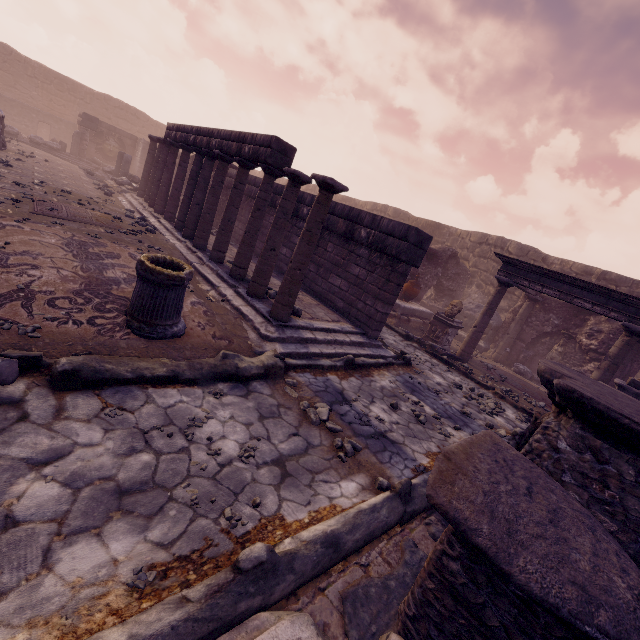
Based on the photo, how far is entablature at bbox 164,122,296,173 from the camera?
6.5 meters

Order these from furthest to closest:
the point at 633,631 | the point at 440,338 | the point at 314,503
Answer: the point at 440,338
the point at 314,503
the point at 633,631

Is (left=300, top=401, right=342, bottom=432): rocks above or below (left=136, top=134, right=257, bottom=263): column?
below

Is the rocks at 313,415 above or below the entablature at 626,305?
below

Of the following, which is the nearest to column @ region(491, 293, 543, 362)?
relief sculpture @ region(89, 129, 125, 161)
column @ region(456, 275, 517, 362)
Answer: column @ region(456, 275, 517, 362)

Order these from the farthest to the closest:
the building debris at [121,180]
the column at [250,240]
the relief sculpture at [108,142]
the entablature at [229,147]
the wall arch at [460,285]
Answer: the relief sculpture at [108,142] → the building debris at [121,180] → the wall arch at [460,285] → the entablature at [229,147] → the column at [250,240]

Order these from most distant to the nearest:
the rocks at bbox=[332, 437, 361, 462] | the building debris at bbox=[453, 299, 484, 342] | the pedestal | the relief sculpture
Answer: the relief sculpture < the building debris at bbox=[453, 299, 484, 342] < the pedestal < the rocks at bbox=[332, 437, 361, 462]

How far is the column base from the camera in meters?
4.0 m
